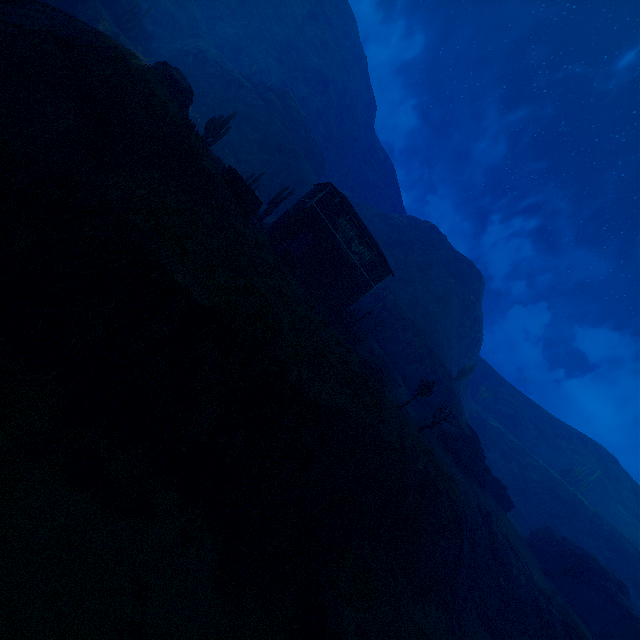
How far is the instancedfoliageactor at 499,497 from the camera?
36.2m

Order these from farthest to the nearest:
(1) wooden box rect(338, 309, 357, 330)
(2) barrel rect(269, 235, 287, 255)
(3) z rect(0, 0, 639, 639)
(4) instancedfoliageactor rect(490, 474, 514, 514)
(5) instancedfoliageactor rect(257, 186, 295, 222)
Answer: (4) instancedfoliageactor rect(490, 474, 514, 514) < (5) instancedfoliageactor rect(257, 186, 295, 222) < (1) wooden box rect(338, 309, 357, 330) < (2) barrel rect(269, 235, 287, 255) < (3) z rect(0, 0, 639, 639)

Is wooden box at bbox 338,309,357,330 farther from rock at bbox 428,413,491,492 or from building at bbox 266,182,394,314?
rock at bbox 428,413,491,492

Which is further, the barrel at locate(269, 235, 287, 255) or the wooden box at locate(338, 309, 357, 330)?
Result: the wooden box at locate(338, 309, 357, 330)

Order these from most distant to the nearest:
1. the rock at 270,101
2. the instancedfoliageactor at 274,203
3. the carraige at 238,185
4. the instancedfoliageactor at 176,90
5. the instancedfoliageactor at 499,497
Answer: the rock at 270,101
the instancedfoliageactor at 499,497
the instancedfoliageactor at 274,203
the carraige at 238,185
the instancedfoliageactor at 176,90

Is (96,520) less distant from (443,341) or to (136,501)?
(136,501)

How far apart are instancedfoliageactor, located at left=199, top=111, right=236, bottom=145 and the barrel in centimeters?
1200cm

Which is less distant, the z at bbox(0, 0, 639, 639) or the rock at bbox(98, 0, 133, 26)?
the z at bbox(0, 0, 639, 639)
